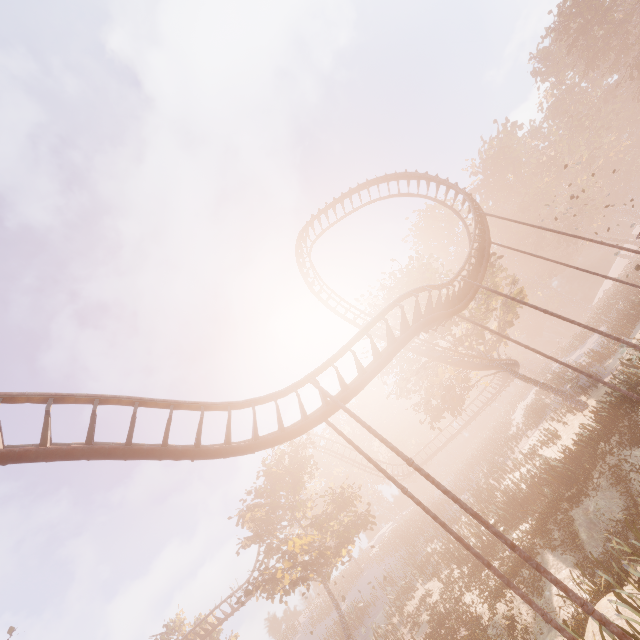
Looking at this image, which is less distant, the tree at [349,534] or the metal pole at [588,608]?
the metal pole at [588,608]

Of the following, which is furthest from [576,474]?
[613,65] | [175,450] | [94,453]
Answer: [613,65]

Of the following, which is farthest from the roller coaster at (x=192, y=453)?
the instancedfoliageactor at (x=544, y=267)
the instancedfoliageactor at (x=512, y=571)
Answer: the instancedfoliageactor at (x=544, y=267)

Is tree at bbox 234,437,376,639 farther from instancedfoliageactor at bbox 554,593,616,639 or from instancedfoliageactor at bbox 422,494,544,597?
instancedfoliageactor at bbox 554,593,616,639

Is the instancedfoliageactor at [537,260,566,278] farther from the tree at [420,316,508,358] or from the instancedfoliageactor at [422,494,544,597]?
the instancedfoliageactor at [422,494,544,597]

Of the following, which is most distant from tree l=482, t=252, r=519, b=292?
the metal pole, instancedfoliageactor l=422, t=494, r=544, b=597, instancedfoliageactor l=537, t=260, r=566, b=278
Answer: the metal pole

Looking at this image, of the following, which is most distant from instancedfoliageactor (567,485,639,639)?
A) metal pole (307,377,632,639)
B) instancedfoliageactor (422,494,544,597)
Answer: instancedfoliageactor (422,494,544,597)

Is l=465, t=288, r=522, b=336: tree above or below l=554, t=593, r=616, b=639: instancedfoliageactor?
above
